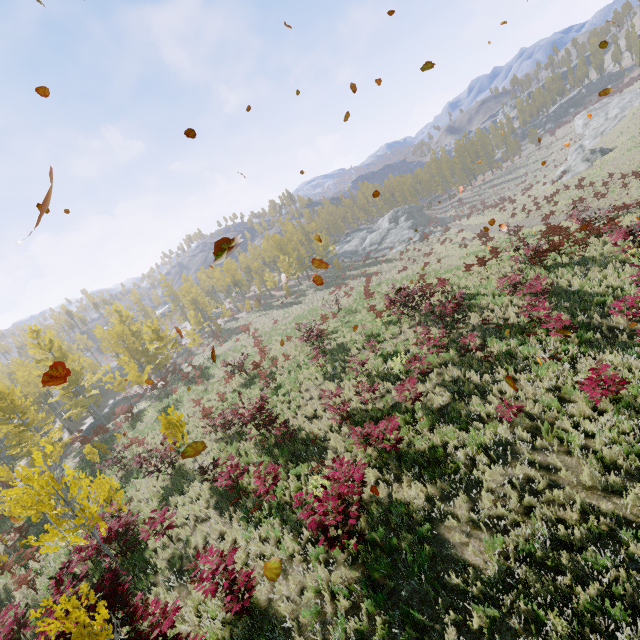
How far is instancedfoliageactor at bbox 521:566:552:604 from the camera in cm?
483

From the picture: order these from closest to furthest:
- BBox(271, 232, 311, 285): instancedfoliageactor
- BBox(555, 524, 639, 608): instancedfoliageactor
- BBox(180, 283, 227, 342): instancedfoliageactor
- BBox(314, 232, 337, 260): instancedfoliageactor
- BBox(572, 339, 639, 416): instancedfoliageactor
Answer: BBox(555, 524, 639, 608): instancedfoliageactor, BBox(572, 339, 639, 416): instancedfoliageactor, BBox(180, 283, 227, 342): instancedfoliageactor, BBox(271, 232, 311, 285): instancedfoliageactor, BBox(314, 232, 337, 260): instancedfoliageactor

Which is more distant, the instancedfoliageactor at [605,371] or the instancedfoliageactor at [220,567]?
the instancedfoliageactor at [605,371]

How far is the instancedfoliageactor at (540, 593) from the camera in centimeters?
483cm

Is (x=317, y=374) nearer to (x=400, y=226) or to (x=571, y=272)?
(x=571, y=272)

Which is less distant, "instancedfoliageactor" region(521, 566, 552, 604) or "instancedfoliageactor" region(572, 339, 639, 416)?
"instancedfoliageactor" region(521, 566, 552, 604)
